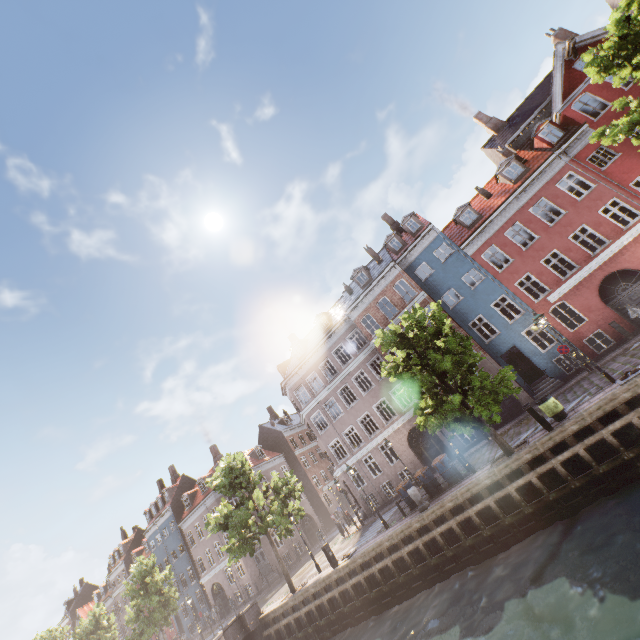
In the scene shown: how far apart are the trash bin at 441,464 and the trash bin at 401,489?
1.87m

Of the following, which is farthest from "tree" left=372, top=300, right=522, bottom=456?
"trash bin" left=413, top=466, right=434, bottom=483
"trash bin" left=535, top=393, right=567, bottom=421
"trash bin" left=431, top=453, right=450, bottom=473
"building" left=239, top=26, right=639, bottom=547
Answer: "building" left=239, top=26, right=639, bottom=547

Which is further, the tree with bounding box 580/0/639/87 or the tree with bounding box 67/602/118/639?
the tree with bounding box 67/602/118/639

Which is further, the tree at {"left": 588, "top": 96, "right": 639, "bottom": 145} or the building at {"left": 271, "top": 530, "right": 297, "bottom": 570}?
the building at {"left": 271, "top": 530, "right": 297, "bottom": 570}

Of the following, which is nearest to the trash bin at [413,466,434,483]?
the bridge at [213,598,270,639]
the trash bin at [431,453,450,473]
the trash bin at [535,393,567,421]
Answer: the trash bin at [431,453,450,473]

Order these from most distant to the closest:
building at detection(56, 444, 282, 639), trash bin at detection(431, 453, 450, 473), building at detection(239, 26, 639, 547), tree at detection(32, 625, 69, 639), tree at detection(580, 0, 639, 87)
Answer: tree at detection(32, 625, 69, 639) → building at detection(56, 444, 282, 639) → building at detection(239, 26, 639, 547) → trash bin at detection(431, 453, 450, 473) → tree at detection(580, 0, 639, 87)

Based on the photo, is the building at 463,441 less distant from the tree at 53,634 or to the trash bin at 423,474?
the tree at 53,634

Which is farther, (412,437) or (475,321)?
(412,437)
